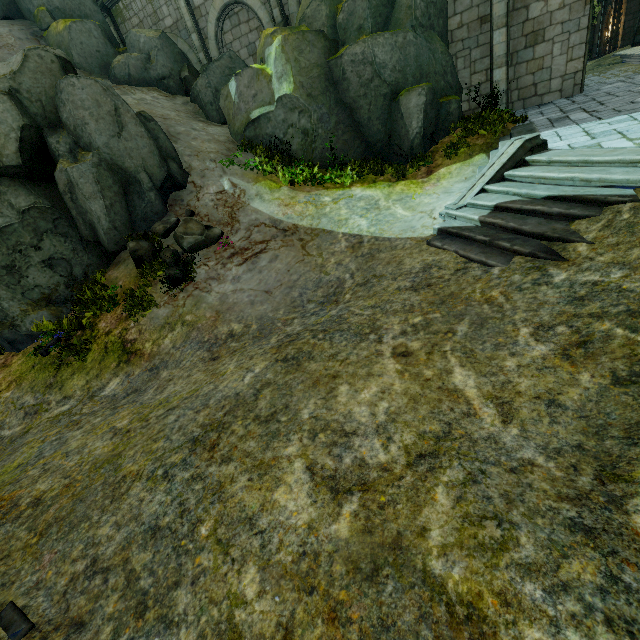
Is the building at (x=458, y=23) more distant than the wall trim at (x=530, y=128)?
Yes

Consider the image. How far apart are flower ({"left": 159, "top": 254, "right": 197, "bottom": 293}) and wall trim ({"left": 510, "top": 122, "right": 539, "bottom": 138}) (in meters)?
9.26

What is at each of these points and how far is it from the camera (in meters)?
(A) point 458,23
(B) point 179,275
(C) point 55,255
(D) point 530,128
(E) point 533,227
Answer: (A) building, 12.34
(B) flower, 9.14
(C) rock, 10.32
(D) wall trim, 10.02
(E) stair, 5.96

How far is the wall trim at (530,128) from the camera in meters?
9.6

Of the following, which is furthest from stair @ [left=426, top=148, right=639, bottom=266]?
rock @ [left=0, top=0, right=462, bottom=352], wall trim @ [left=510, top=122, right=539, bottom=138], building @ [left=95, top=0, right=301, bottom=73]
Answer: building @ [left=95, top=0, right=301, bottom=73]

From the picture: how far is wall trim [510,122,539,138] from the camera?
9.58m

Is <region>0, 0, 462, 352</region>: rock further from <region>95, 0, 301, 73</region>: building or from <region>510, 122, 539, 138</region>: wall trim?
<region>510, 122, 539, 138</region>: wall trim

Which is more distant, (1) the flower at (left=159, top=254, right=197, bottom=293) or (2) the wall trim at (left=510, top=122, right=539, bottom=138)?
(2) the wall trim at (left=510, top=122, right=539, bottom=138)
